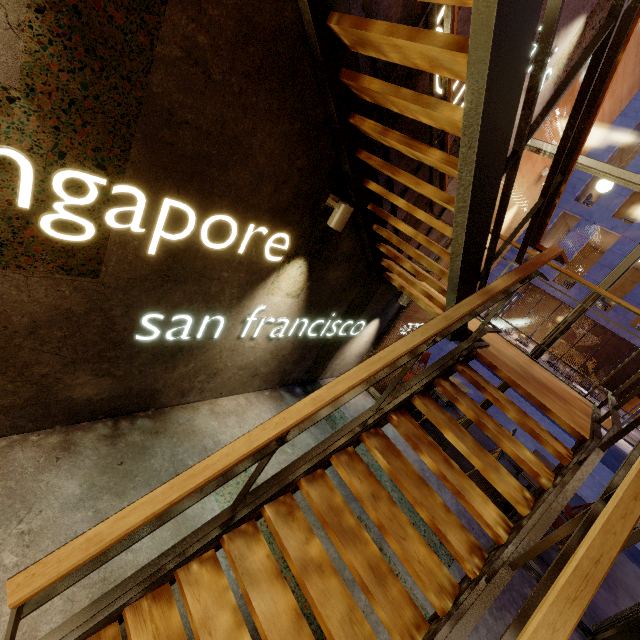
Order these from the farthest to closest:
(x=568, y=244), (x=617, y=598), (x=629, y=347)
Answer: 1. (x=629, y=347)
2. (x=568, y=244)
3. (x=617, y=598)

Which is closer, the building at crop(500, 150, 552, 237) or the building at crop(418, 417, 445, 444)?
the building at crop(500, 150, 552, 237)

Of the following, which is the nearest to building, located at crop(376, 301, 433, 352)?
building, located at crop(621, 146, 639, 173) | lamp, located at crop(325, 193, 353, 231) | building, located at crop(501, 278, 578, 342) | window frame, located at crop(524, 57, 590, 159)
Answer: window frame, located at crop(524, 57, 590, 159)

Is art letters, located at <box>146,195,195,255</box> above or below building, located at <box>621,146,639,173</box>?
below

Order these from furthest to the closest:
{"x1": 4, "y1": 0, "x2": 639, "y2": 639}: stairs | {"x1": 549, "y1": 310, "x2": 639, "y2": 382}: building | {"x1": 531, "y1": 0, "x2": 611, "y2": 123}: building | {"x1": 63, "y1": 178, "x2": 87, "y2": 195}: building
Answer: {"x1": 549, "y1": 310, "x2": 639, "y2": 382}: building, {"x1": 531, "y1": 0, "x2": 611, "y2": 123}: building, {"x1": 63, "y1": 178, "x2": 87, "y2": 195}: building, {"x1": 4, "y1": 0, "x2": 639, "y2": 639}: stairs

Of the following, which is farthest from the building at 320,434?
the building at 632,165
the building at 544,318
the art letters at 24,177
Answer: the building at 544,318

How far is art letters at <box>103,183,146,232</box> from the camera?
2.0 meters

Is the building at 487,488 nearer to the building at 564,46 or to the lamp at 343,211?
the building at 564,46
